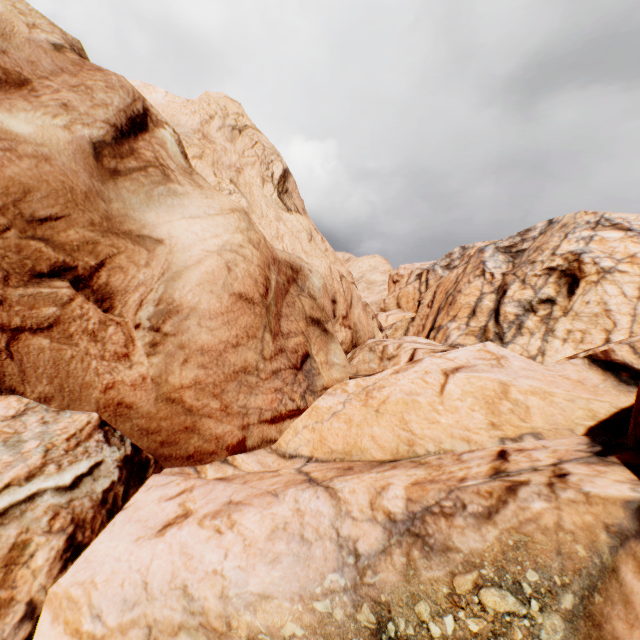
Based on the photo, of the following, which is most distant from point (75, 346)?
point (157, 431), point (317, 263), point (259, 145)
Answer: point (259, 145)
